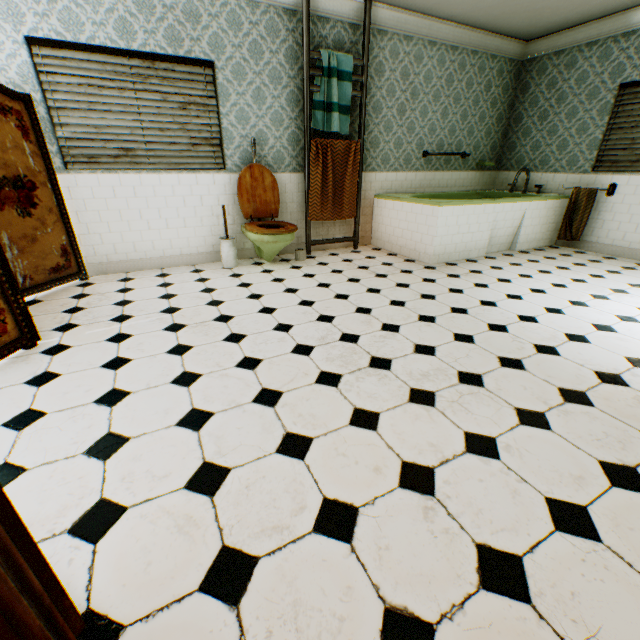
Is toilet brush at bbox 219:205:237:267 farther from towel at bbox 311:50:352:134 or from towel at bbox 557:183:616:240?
towel at bbox 557:183:616:240

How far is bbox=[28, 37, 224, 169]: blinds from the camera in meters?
3.3

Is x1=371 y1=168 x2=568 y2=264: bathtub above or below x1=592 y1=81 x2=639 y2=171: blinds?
below

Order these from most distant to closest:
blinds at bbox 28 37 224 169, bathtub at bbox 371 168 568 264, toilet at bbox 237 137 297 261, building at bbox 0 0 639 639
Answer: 1. bathtub at bbox 371 168 568 264
2. toilet at bbox 237 137 297 261
3. blinds at bbox 28 37 224 169
4. building at bbox 0 0 639 639

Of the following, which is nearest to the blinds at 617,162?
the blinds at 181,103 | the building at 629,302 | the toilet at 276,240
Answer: the building at 629,302

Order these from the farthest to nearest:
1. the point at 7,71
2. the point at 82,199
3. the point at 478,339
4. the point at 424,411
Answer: the point at 82,199 → the point at 7,71 → the point at 478,339 → the point at 424,411

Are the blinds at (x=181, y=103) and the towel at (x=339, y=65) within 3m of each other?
yes

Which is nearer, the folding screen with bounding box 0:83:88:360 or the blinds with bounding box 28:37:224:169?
the folding screen with bounding box 0:83:88:360
